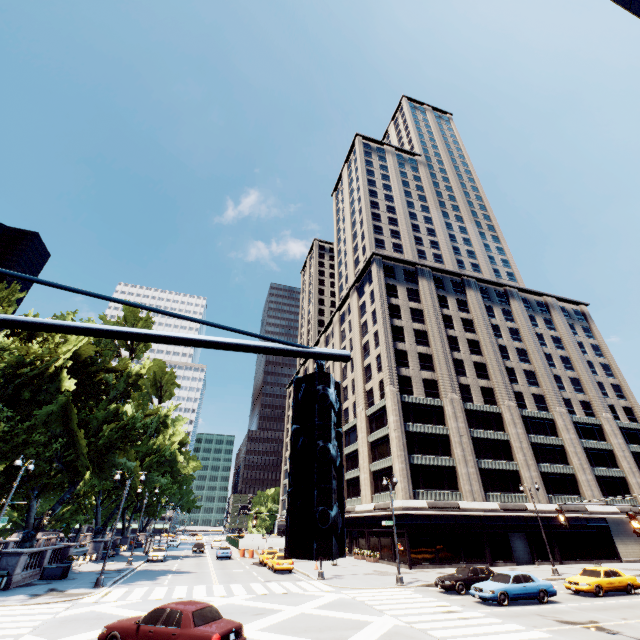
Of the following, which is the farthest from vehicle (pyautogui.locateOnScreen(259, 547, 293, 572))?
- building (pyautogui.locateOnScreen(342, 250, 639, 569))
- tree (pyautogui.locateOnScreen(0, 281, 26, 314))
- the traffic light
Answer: the traffic light

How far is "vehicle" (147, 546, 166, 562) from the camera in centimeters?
3838cm

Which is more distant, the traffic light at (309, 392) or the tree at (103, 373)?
the tree at (103, 373)

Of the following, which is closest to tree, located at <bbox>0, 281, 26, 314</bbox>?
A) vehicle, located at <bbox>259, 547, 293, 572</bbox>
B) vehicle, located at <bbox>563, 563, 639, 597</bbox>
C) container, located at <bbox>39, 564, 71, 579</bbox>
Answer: container, located at <bbox>39, 564, 71, 579</bbox>

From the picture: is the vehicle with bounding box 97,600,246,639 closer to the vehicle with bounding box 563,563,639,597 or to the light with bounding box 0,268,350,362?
the light with bounding box 0,268,350,362

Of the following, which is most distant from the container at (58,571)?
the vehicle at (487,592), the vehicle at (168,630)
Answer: the vehicle at (487,592)

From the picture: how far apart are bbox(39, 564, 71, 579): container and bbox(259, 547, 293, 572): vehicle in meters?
16.9

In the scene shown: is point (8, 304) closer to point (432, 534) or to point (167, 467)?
point (167, 467)
